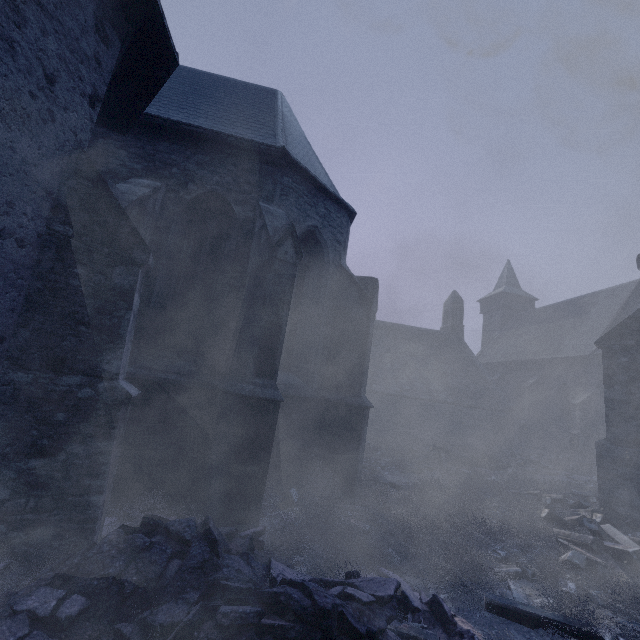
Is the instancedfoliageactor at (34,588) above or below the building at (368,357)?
below

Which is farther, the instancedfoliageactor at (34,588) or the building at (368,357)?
the building at (368,357)

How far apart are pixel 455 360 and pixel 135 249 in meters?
25.5

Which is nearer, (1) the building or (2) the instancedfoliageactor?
(2) the instancedfoliageactor

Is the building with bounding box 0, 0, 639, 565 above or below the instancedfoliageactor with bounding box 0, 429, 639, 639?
above
